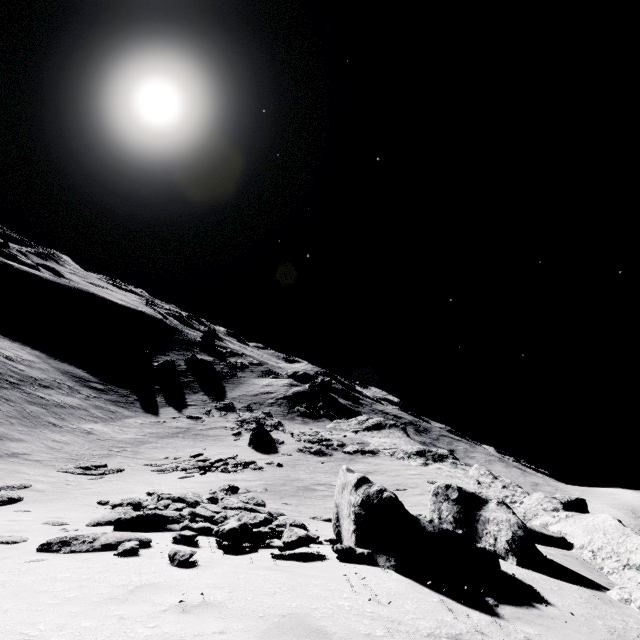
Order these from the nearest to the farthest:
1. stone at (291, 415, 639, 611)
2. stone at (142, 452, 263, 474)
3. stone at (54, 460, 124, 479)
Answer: stone at (291, 415, 639, 611), stone at (54, 460, 124, 479), stone at (142, 452, 263, 474)

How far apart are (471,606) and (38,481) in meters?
22.2 m

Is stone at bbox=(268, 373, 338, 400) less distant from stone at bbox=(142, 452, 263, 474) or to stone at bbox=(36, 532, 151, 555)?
stone at bbox=(142, 452, 263, 474)

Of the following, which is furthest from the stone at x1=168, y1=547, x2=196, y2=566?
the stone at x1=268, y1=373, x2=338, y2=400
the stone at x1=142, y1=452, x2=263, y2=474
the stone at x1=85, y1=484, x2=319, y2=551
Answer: the stone at x1=268, y1=373, x2=338, y2=400

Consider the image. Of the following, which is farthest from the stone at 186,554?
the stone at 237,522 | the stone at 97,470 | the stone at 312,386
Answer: the stone at 312,386

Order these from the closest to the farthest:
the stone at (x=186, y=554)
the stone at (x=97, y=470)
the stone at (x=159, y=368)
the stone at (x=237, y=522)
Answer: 1. the stone at (x=186, y=554)
2. the stone at (x=237, y=522)
3. the stone at (x=97, y=470)
4. the stone at (x=159, y=368)

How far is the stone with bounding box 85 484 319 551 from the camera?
7.6m

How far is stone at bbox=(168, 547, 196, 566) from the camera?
5.8m
